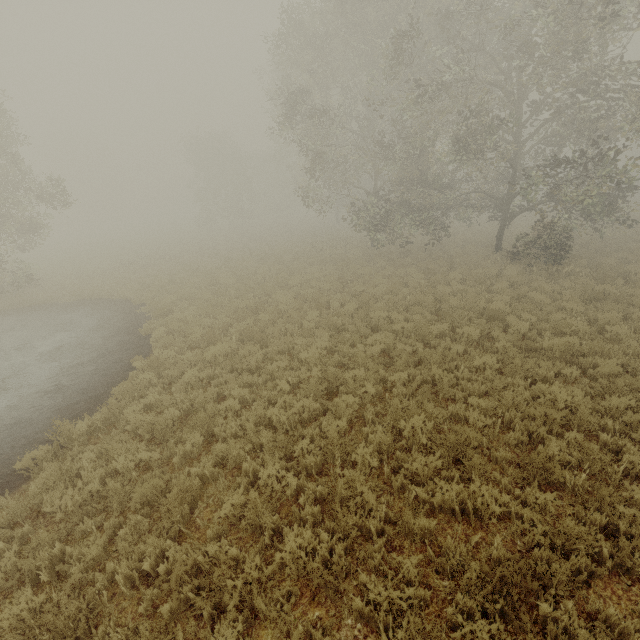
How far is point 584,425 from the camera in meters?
6.2
